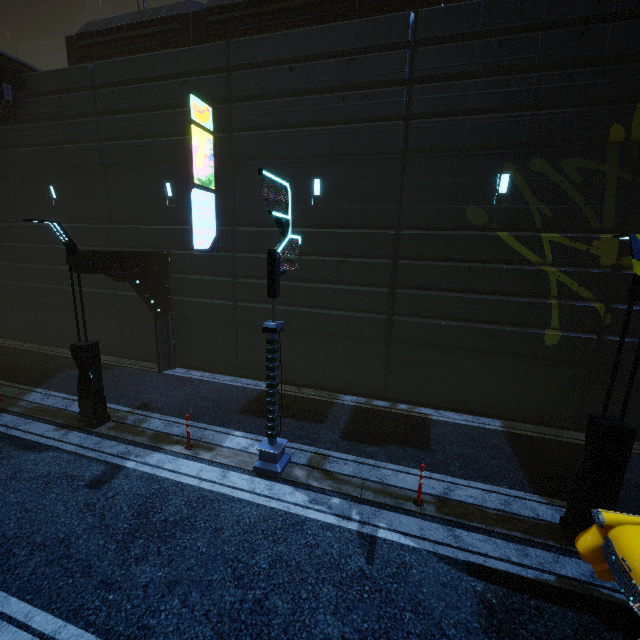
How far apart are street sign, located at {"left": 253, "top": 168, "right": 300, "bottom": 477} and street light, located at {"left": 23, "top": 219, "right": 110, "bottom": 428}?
4.9m

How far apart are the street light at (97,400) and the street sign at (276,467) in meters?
4.9

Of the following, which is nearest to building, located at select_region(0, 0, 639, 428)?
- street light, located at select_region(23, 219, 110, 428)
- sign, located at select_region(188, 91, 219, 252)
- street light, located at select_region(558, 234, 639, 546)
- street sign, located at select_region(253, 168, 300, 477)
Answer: sign, located at select_region(188, 91, 219, 252)

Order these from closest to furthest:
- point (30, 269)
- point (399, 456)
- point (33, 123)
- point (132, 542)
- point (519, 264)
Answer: point (132, 542)
point (399, 456)
point (519, 264)
point (33, 123)
point (30, 269)

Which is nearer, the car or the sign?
the car

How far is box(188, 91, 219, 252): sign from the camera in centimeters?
1021cm

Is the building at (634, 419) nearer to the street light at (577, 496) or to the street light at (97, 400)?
the street light at (97, 400)

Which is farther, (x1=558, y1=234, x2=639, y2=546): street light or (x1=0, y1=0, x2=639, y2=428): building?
(x1=0, y1=0, x2=639, y2=428): building
